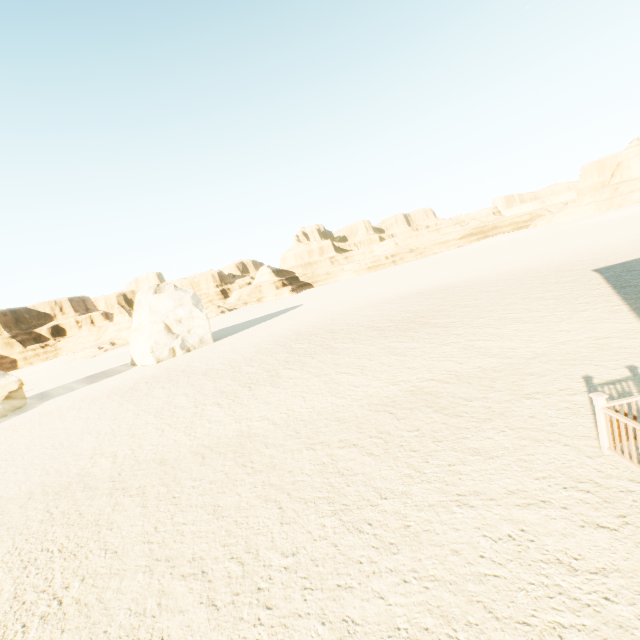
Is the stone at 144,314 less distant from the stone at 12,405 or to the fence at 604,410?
the stone at 12,405

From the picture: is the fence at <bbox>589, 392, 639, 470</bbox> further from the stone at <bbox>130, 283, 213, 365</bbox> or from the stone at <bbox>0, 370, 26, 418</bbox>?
the stone at <bbox>0, 370, 26, 418</bbox>

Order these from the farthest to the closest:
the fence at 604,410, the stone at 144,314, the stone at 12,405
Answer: the stone at 144,314 < the stone at 12,405 < the fence at 604,410

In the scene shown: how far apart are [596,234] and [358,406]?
42.6 meters

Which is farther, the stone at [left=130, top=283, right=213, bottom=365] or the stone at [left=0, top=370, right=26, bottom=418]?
the stone at [left=130, top=283, right=213, bottom=365]

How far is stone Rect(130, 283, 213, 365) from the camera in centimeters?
2916cm

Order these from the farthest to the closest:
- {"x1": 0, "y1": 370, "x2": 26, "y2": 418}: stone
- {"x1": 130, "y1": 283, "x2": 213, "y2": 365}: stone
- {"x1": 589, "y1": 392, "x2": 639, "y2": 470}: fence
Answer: {"x1": 130, "y1": 283, "x2": 213, "y2": 365}: stone < {"x1": 0, "y1": 370, "x2": 26, "y2": 418}: stone < {"x1": 589, "y1": 392, "x2": 639, "y2": 470}: fence

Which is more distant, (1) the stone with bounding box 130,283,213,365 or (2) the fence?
(1) the stone with bounding box 130,283,213,365
